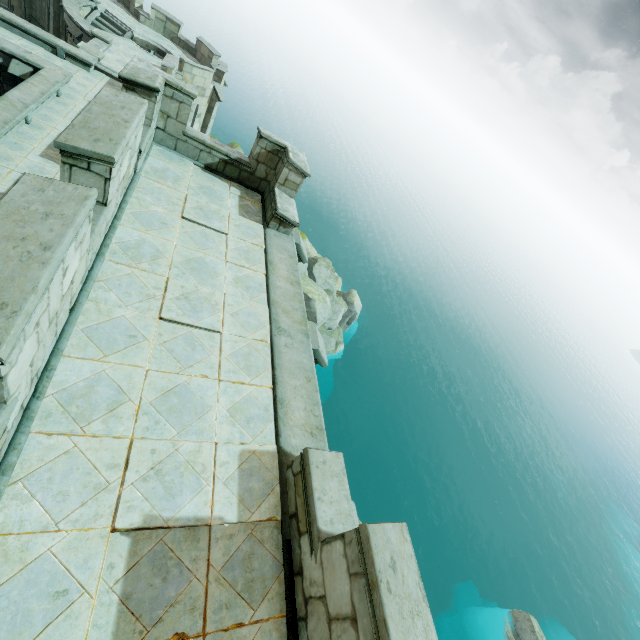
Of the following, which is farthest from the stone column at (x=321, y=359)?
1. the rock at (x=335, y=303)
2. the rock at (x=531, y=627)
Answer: the rock at (x=531, y=627)

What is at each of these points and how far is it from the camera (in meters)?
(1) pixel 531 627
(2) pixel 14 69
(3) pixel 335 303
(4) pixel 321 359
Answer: (1) rock, 27.98
(2) stone column, 13.98
(3) rock, 34.78
(4) stone column, 6.23

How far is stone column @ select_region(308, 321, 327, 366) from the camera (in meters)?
6.00

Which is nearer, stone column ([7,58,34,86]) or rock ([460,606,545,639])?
stone column ([7,58,34,86])

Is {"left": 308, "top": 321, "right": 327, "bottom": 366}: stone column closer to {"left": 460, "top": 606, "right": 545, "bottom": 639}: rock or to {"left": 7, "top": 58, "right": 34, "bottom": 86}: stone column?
{"left": 7, "top": 58, "right": 34, "bottom": 86}: stone column

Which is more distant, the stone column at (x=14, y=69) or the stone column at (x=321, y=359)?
the stone column at (x=14, y=69)

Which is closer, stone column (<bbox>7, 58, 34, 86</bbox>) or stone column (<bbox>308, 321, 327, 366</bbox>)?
stone column (<bbox>308, 321, 327, 366</bbox>)

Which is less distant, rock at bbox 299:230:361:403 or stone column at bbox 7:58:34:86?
stone column at bbox 7:58:34:86
